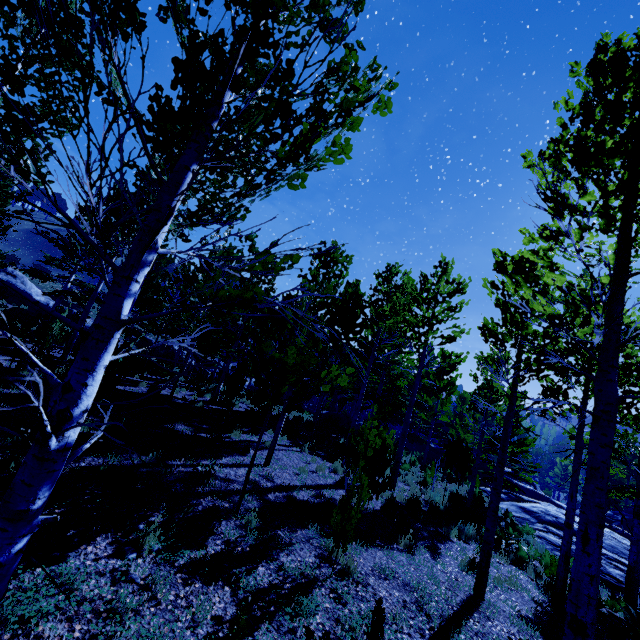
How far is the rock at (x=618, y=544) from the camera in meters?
12.0 m

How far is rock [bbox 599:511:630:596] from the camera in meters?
12.0

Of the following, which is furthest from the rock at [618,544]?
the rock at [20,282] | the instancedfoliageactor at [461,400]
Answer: the rock at [20,282]

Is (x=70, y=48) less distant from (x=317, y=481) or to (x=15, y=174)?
(x=15, y=174)

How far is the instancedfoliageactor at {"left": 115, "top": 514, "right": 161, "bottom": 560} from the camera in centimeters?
406cm

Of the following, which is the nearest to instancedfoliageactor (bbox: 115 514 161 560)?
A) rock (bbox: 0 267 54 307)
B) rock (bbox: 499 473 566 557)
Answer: rock (bbox: 499 473 566 557)

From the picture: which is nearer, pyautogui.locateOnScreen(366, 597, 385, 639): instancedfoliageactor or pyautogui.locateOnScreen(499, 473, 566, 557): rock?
pyautogui.locateOnScreen(366, 597, 385, 639): instancedfoliageactor

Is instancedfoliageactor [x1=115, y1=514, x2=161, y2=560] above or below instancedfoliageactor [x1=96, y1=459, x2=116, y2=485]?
below
